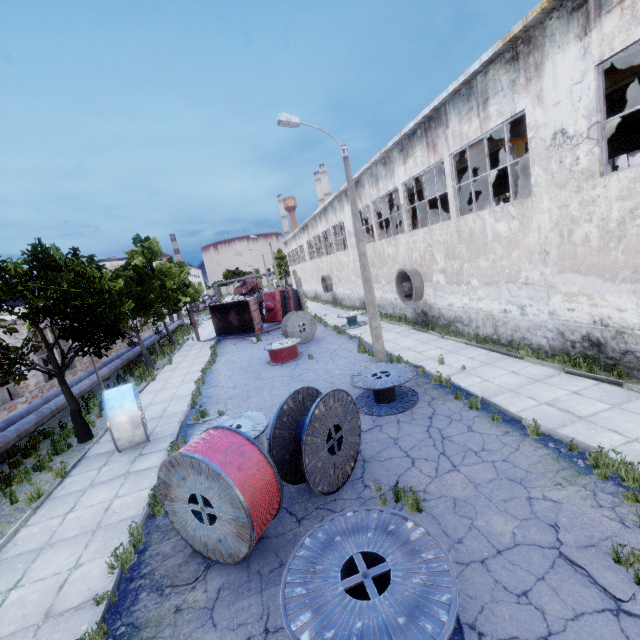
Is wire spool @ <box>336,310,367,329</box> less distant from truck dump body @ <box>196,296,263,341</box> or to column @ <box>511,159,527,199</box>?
truck dump body @ <box>196,296,263,341</box>

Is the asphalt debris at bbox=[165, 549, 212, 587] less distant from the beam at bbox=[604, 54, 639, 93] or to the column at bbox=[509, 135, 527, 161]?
the column at bbox=[509, 135, 527, 161]

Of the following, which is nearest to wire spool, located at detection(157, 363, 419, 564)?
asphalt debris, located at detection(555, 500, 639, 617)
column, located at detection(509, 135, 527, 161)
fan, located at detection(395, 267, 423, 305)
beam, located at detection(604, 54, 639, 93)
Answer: asphalt debris, located at detection(555, 500, 639, 617)

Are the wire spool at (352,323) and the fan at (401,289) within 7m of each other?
yes

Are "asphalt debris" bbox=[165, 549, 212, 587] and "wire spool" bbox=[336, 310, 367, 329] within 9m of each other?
no

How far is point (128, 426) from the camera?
9.7 meters

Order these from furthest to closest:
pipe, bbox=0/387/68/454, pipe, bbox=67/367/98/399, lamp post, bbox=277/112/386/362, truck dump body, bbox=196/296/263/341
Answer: truck dump body, bbox=196/296/263/341 → pipe, bbox=67/367/98/399 → lamp post, bbox=277/112/386/362 → pipe, bbox=0/387/68/454

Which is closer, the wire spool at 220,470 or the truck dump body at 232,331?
the wire spool at 220,470
